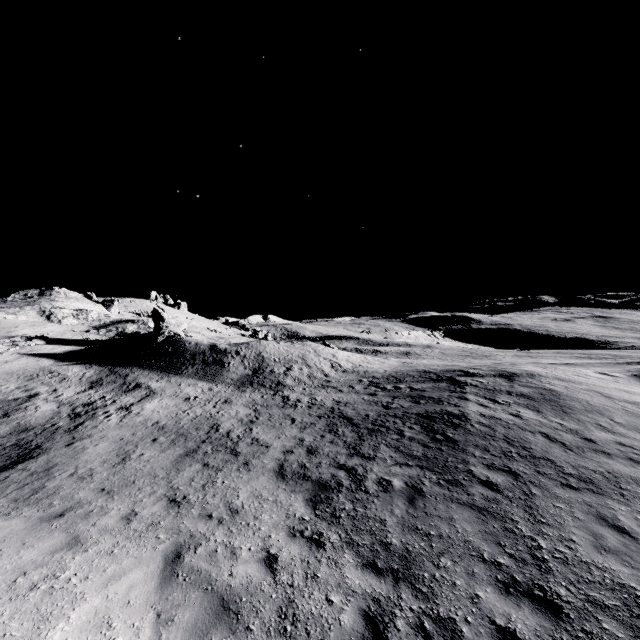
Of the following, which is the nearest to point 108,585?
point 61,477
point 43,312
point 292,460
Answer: point 292,460
